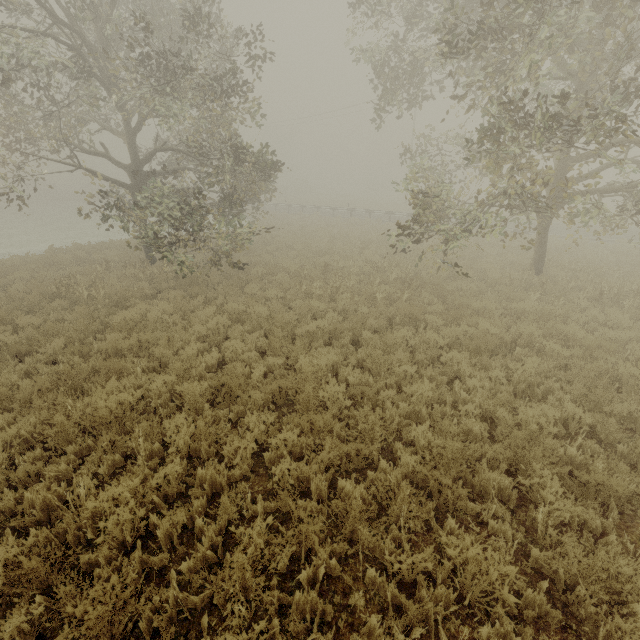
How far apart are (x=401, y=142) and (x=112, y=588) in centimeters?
1647cm

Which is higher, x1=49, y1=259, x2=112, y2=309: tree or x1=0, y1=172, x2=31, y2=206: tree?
x1=0, y1=172, x2=31, y2=206: tree

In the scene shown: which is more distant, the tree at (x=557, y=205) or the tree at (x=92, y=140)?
the tree at (x=92, y=140)

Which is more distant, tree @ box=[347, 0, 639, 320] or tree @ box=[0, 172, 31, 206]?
tree @ box=[0, 172, 31, 206]

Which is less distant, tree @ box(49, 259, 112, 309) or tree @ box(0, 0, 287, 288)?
tree @ box(0, 0, 287, 288)

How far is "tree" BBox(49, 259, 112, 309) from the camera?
10.1m

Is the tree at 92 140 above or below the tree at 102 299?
above

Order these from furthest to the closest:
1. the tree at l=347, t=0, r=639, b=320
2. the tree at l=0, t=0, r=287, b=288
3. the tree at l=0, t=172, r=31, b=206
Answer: the tree at l=0, t=172, r=31, b=206 → the tree at l=0, t=0, r=287, b=288 → the tree at l=347, t=0, r=639, b=320
